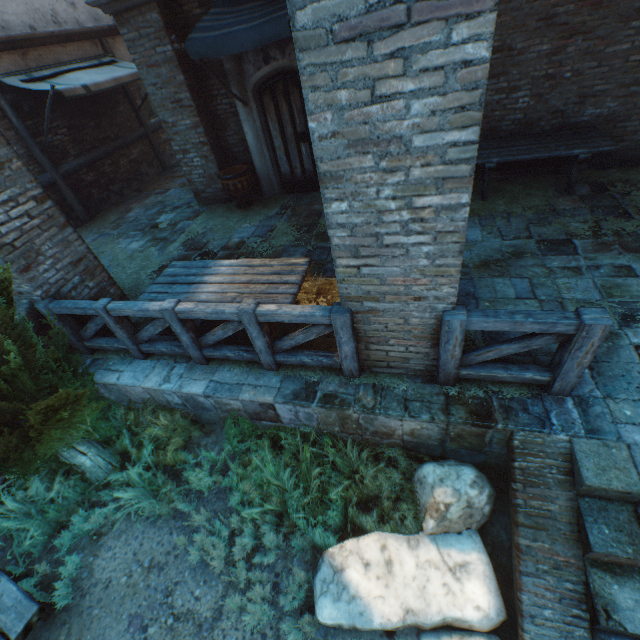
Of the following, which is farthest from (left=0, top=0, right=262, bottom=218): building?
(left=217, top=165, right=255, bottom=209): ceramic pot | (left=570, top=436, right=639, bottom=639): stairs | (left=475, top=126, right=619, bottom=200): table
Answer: (left=475, top=126, right=619, bottom=200): table

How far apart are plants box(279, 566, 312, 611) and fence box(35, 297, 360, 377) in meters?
0.6 m

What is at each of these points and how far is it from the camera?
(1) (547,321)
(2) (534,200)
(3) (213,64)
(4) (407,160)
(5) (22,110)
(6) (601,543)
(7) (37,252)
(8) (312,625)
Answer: (1) fence, 2.5m
(2) straw, 5.7m
(3) building, 6.7m
(4) building, 2.0m
(5) building, 7.7m
(6) stairs, 2.4m
(7) building, 4.1m
(8) plants, 2.9m

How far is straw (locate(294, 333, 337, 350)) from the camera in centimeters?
404cm

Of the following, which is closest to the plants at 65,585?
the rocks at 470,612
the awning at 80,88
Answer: the rocks at 470,612

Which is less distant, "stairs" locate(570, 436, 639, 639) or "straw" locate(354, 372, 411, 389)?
"stairs" locate(570, 436, 639, 639)

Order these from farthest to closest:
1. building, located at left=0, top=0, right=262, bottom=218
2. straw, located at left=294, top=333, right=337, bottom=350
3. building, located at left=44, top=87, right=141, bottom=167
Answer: building, located at left=44, top=87, right=141, bottom=167, building, located at left=0, top=0, right=262, bottom=218, straw, located at left=294, top=333, right=337, bottom=350

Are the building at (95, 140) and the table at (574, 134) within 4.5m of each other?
no
